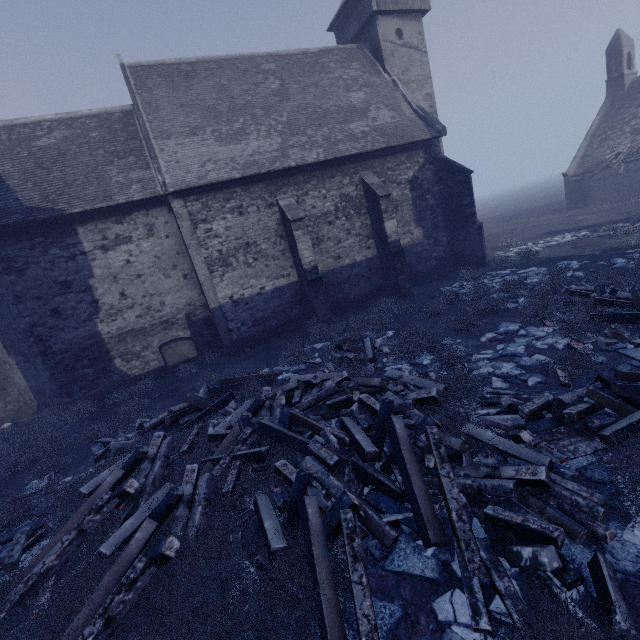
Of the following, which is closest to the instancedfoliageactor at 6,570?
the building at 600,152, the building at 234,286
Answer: the building at 234,286

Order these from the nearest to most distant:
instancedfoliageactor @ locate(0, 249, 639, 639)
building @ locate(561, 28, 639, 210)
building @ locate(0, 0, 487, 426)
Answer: instancedfoliageactor @ locate(0, 249, 639, 639)
building @ locate(0, 0, 487, 426)
building @ locate(561, 28, 639, 210)

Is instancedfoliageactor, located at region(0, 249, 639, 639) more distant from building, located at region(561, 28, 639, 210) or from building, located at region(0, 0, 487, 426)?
building, located at region(561, 28, 639, 210)

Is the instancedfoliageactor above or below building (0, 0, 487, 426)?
below

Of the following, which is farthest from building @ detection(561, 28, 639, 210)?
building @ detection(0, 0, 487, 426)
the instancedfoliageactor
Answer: building @ detection(0, 0, 487, 426)

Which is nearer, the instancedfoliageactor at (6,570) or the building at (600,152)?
the instancedfoliageactor at (6,570)

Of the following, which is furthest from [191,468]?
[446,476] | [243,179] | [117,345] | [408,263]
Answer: [408,263]
